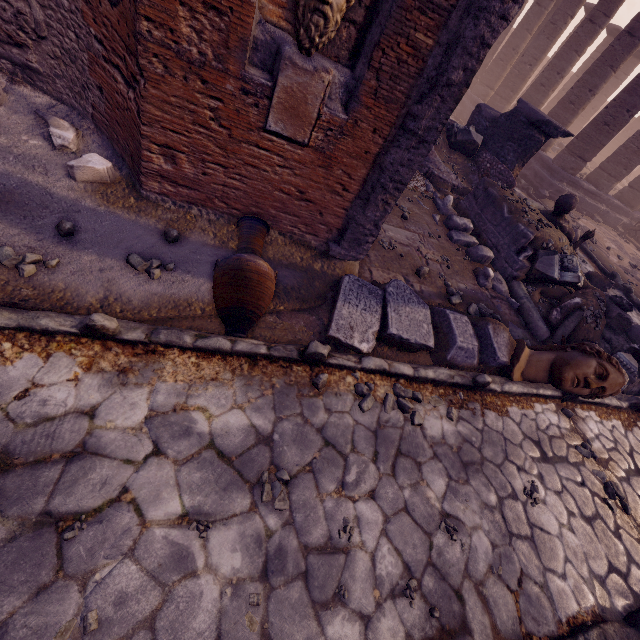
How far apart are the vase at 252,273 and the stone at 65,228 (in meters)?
1.28

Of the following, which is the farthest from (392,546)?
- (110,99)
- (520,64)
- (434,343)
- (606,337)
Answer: (520,64)

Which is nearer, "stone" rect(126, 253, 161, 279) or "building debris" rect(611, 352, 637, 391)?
"stone" rect(126, 253, 161, 279)

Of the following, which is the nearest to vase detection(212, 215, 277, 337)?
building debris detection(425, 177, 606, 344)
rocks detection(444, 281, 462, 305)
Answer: rocks detection(444, 281, 462, 305)

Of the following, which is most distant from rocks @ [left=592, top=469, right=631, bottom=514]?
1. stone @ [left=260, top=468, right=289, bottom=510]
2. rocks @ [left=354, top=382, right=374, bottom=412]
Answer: stone @ [left=260, top=468, right=289, bottom=510]

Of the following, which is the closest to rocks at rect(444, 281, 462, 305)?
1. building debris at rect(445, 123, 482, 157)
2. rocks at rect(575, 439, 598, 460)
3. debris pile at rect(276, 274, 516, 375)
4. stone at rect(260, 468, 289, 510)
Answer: debris pile at rect(276, 274, 516, 375)

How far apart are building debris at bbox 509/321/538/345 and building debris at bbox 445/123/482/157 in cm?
680

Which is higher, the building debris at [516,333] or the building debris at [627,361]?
the building debris at [627,361]
